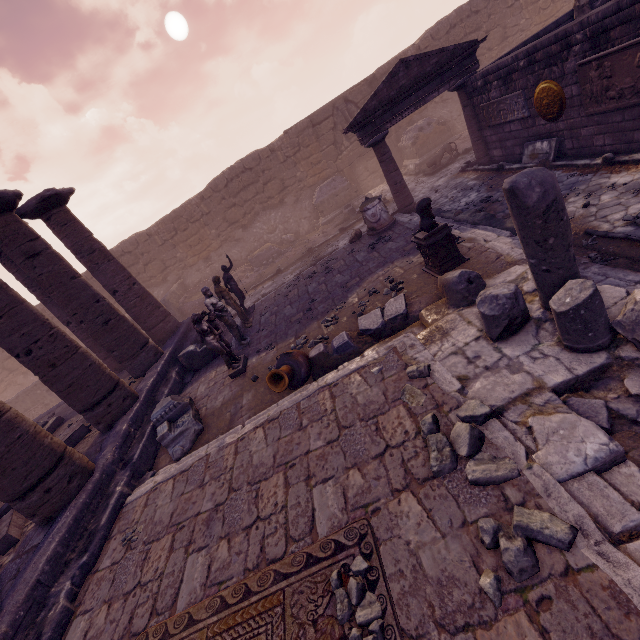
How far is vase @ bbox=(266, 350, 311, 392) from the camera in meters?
5.2

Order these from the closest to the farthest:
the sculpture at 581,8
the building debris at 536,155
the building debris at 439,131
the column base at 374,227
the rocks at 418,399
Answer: the rocks at 418,399
the building debris at 536,155
the sculpture at 581,8
the column base at 374,227
the building debris at 439,131

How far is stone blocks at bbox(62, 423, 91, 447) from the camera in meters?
7.7

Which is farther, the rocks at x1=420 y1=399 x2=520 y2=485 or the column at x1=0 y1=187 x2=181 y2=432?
the column at x1=0 y1=187 x2=181 y2=432

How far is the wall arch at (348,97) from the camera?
17.03m

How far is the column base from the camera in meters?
10.4

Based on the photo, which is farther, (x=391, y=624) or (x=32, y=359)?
(x=32, y=359)

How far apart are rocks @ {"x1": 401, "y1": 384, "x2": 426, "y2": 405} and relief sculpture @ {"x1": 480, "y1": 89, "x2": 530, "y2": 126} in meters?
8.5
